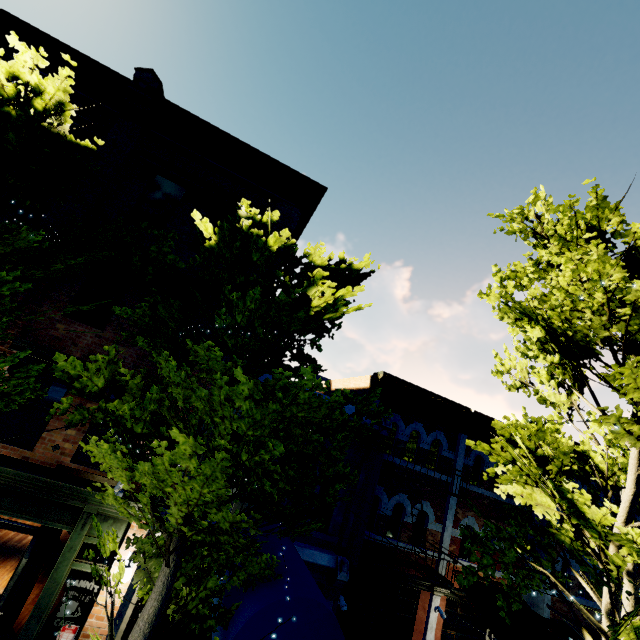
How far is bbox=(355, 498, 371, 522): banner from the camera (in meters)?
8.61

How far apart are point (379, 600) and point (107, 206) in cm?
1461

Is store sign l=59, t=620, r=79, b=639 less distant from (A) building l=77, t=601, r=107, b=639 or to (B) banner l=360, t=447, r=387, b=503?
(B) banner l=360, t=447, r=387, b=503

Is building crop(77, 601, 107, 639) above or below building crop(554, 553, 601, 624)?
below

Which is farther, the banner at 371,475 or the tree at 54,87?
the banner at 371,475

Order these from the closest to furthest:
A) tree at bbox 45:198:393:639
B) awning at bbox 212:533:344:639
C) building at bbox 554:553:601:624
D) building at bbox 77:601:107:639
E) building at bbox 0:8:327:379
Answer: tree at bbox 45:198:393:639 → awning at bbox 212:533:344:639 → building at bbox 77:601:107:639 → building at bbox 0:8:327:379 → building at bbox 554:553:601:624

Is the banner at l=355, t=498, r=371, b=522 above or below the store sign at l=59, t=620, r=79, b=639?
above

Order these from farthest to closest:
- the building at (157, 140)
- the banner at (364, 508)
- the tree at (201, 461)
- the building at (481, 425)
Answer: the building at (481, 425)
the banner at (364, 508)
the building at (157, 140)
the tree at (201, 461)
